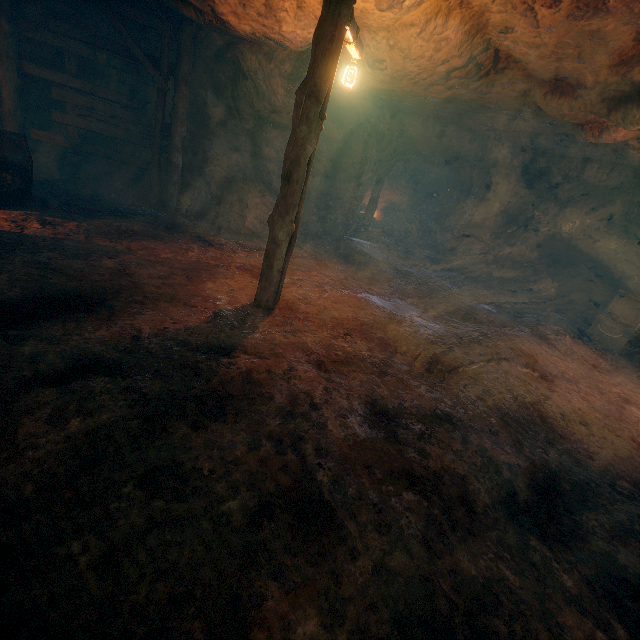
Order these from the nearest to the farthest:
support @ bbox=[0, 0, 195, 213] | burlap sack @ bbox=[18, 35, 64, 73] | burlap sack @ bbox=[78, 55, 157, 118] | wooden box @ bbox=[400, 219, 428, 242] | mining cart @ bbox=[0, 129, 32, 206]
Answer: mining cart @ bbox=[0, 129, 32, 206] → support @ bbox=[0, 0, 195, 213] → burlap sack @ bbox=[18, 35, 64, 73] → burlap sack @ bbox=[78, 55, 157, 118] → wooden box @ bbox=[400, 219, 428, 242]

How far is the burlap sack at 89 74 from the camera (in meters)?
8.67

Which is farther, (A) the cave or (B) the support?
(A) the cave

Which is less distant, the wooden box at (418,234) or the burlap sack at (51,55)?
the burlap sack at (51,55)

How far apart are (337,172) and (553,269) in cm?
987

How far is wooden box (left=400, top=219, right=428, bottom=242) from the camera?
21.4 meters

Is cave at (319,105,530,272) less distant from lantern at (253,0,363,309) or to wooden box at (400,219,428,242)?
wooden box at (400,219,428,242)

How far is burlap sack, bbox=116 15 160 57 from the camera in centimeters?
802cm
